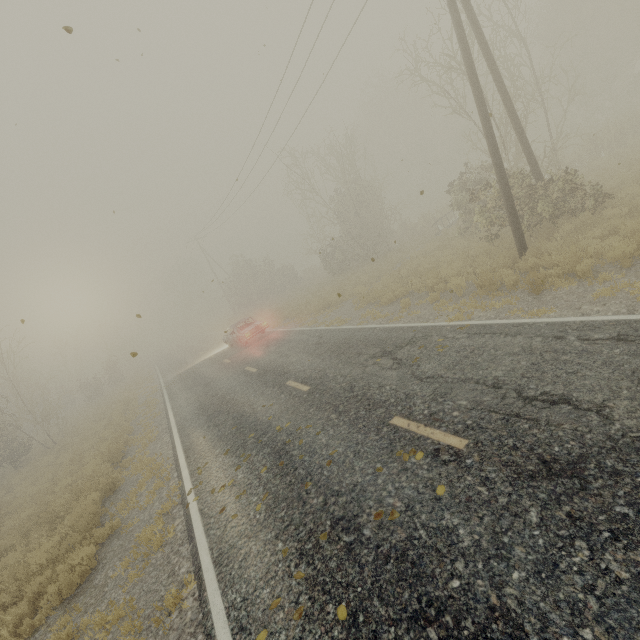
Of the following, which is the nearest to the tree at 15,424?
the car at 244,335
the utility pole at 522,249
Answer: the car at 244,335

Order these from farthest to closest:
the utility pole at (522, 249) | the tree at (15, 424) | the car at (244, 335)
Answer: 1. the tree at (15, 424)
2. the car at (244, 335)
3. the utility pole at (522, 249)

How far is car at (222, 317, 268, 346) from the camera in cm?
1901

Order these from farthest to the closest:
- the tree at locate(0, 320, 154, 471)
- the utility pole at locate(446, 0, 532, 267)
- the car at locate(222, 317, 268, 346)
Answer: the tree at locate(0, 320, 154, 471) → the car at locate(222, 317, 268, 346) → the utility pole at locate(446, 0, 532, 267)

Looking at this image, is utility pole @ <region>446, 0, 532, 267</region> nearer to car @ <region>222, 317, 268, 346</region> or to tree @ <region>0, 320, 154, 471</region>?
car @ <region>222, 317, 268, 346</region>

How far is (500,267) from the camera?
10.5 meters
